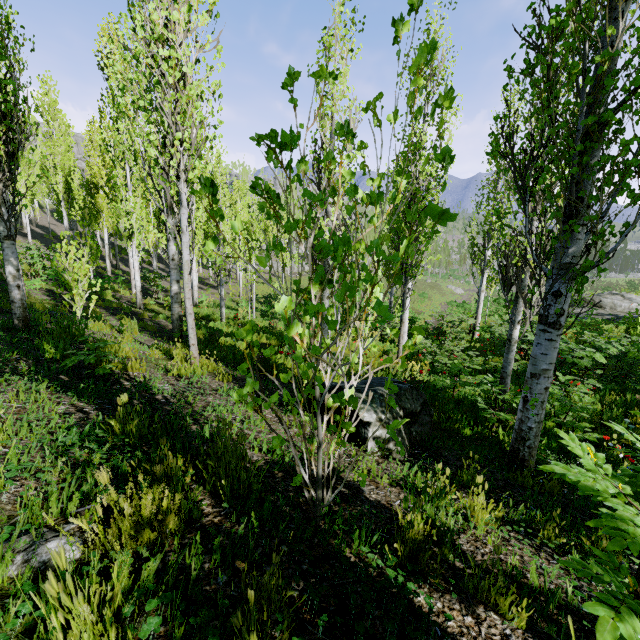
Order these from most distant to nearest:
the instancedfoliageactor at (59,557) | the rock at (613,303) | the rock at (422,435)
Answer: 1. the rock at (613,303)
2. the rock at (422,435)
3. the instancedfoliageactor at (59,557)

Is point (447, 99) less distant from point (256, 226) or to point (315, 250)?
point (315, 250)

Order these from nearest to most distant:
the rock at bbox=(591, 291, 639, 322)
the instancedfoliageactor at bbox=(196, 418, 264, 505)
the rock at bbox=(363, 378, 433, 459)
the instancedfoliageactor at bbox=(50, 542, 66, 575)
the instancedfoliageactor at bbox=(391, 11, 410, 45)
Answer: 1. the instancedfoliageactor at bbox=(50, 542, 66, 575)
2. the instancedfoliageactor at bbox=(391, 11, 410, 45)
3. the instancedfoliageactor at bbox=(196, 418, 264, 505)
4. the rock at bbox=(363, 378, 433, 459)
5. the rock at bbox=(591, 291, 639, 322)

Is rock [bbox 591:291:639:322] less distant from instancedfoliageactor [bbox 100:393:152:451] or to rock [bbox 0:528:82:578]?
instancedfoliageactor [bbox 100:393:152:451]

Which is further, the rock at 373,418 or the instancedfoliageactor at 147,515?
the rock at 373,418

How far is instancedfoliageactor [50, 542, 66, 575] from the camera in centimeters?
87cm

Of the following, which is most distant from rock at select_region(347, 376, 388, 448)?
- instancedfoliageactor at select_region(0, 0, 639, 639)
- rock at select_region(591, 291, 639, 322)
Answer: rock at select_region(591, 291, 639, 322)

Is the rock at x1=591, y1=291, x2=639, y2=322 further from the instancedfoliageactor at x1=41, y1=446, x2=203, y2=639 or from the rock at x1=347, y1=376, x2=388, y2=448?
the rock at x1=347, y1=376, x2=388, y2=448
